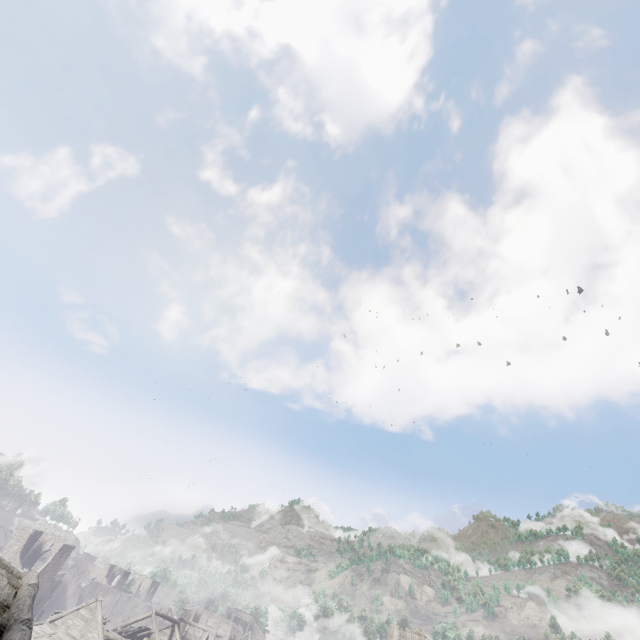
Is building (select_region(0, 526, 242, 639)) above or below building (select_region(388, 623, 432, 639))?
below

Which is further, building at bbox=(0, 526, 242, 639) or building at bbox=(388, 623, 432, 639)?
building at bbox=(388, 623, 432, 639)

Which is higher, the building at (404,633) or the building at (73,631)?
the building at (404,633)

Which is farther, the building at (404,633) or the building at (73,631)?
the building at (404,633)

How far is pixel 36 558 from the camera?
→ 47.94m
